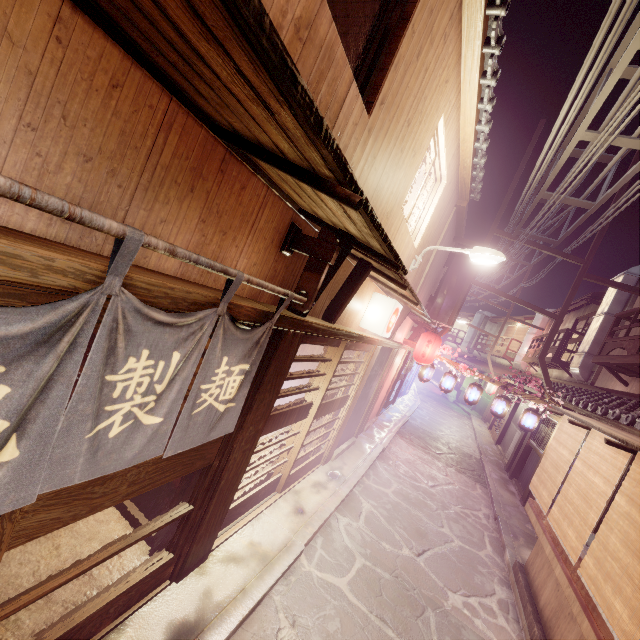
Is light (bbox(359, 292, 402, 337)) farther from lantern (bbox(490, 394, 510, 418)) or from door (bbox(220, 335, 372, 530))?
lantern (bbox(490, 394, 510, 418))

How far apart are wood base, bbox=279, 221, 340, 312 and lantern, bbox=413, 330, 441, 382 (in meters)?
15.30

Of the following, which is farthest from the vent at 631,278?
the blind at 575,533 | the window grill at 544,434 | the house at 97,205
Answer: the blind at 575,533

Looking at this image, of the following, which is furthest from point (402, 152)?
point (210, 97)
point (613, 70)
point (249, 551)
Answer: point (249, 551)

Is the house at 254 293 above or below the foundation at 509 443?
above

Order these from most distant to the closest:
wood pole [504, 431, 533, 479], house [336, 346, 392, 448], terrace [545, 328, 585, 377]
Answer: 1. terrace [545, 328, 585, 377]
2. wood pole [504, 431, 533, 479]
3. house [336, 346, 392, 448]

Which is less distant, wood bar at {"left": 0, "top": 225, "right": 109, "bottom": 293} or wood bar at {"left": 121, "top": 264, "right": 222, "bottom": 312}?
wood bar at {"left": 0, "top": 225, "right": 109, "bottom": 293}

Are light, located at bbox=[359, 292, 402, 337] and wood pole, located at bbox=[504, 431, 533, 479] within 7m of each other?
no
